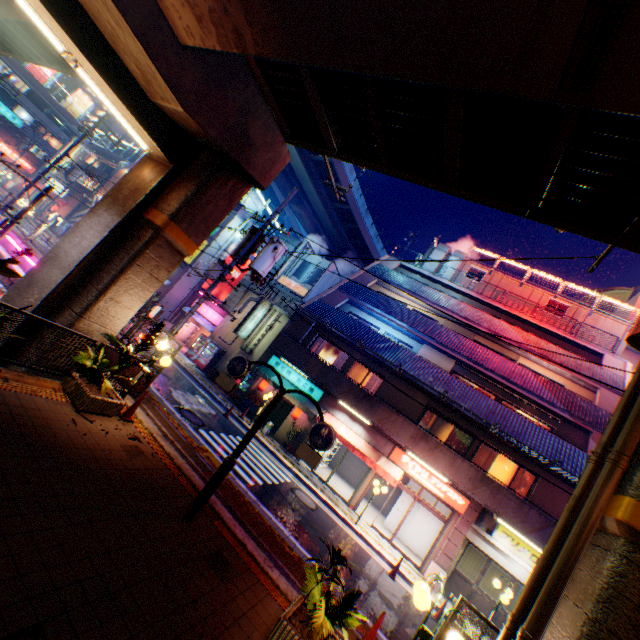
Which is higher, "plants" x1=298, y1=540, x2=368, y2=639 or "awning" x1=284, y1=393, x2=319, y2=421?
"awning" x1=284, y1=393, x2=319, y2=421

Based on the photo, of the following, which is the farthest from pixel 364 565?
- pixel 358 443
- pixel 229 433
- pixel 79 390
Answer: pixel 79 390

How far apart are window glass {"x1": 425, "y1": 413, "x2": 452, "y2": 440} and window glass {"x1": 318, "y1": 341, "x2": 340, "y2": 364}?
6.14m

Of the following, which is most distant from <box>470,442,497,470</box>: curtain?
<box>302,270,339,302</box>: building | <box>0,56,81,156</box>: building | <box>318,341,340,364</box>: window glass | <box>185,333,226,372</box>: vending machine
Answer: <box>0,56,81,156</box>: building

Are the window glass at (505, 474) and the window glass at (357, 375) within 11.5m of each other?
yes

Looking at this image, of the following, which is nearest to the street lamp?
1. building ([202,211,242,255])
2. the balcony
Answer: the balcony

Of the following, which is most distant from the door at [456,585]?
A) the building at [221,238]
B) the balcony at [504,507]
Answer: the building at [221,238]

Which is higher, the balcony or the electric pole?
the electric pole
